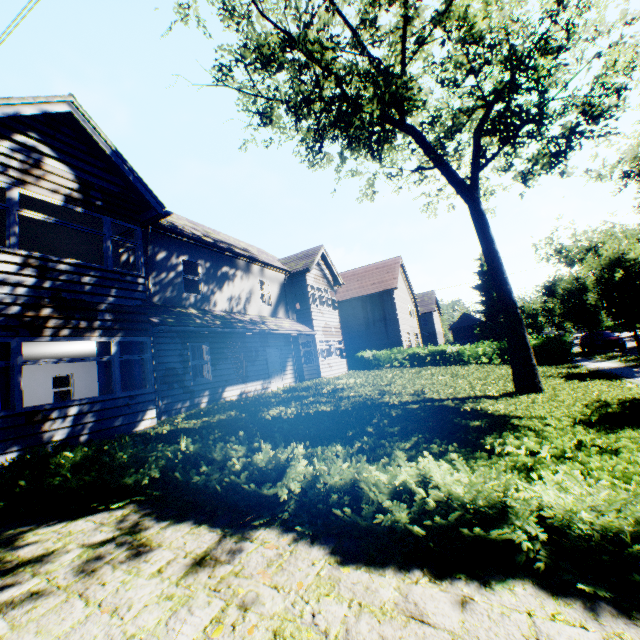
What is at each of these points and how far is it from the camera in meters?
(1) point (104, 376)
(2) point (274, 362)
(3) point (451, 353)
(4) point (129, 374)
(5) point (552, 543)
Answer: (1) curtain, 8.7 m
(2) door, 17.1 m
(3) hedge, 24.1 m
(4) curtain, 9.3 m
(5) hedge, 2.8 m

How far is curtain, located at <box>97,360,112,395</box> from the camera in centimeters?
860cm

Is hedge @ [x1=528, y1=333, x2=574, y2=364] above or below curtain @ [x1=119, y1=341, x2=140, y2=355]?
below

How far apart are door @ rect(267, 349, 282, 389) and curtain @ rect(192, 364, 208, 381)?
3.8m

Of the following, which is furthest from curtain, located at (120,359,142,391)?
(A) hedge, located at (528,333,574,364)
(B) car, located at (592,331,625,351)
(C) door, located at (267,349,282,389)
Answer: (B) car, located at (592,331,625,351)

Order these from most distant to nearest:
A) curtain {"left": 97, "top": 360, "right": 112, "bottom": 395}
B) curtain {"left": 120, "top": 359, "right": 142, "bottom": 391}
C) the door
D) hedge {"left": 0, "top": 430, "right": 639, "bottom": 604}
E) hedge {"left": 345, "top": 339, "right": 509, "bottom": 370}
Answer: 1. hedge {"left": 345, "top": 339, "right": 509, "bottom": 370}
2. the door
3. curtain {"left": 120, "top": 359, "right": 142, "bottom": 391}
4. curtain {"left": 97, "top": 360, "right": 112, "bottom": 395}
5. hedge {"left": 0, "top": 430, "right": 639, "bottom": 604}

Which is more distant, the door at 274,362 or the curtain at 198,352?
the door at 274,362

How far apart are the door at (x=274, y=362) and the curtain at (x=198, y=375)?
3.81m
